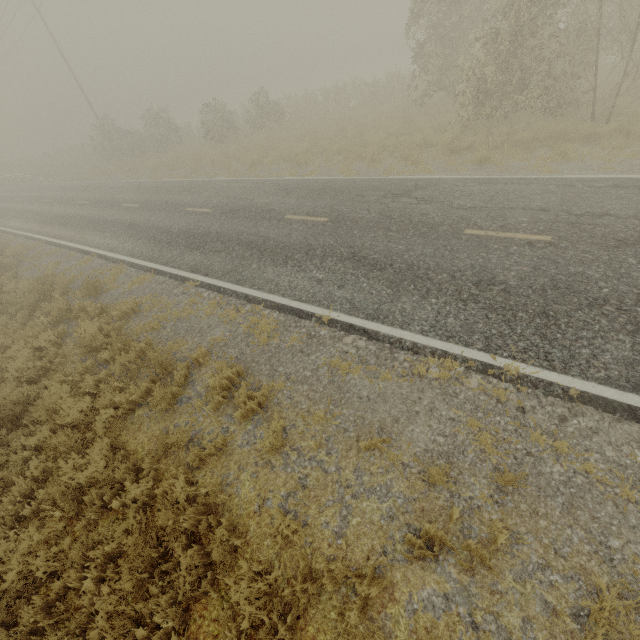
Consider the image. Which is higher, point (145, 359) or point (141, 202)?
point (141, 202)
